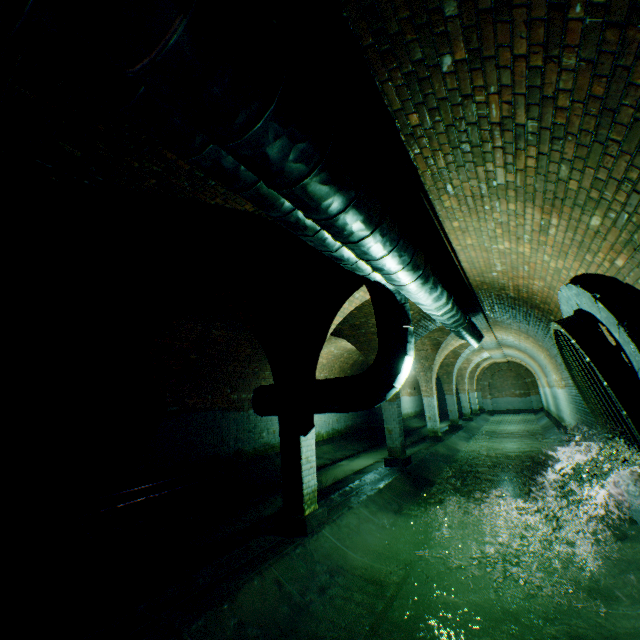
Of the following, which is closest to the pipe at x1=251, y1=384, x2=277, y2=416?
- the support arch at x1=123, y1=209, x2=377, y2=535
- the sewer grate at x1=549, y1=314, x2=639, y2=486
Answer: the support arch at x1=123, y1=209, x2=377, y2=535

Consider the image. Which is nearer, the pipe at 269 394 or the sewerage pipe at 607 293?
the sewerage pipe at 607 293

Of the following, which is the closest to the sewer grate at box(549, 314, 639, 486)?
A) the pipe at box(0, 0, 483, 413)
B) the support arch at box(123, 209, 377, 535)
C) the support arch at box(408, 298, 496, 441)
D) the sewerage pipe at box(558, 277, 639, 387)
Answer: the sewerage pipe at box(558, 277, 639, 387)

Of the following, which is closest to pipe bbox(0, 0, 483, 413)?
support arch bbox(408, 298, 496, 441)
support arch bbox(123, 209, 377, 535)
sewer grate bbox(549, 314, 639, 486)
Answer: support arch bbox(123, 209, 377, 535)

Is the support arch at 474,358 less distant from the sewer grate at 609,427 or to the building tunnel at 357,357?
the building tunnel at 357,357

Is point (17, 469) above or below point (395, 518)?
above

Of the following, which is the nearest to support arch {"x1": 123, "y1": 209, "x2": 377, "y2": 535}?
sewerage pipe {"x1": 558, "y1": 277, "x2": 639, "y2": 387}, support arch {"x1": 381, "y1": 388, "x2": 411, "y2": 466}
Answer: support arch {"x1": 381, "y1": 388, "x2": 411, "y2": 466}

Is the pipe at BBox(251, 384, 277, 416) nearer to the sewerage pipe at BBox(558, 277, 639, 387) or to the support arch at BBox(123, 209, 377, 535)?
the support arch at BBox(123, 209, 377, 535)
